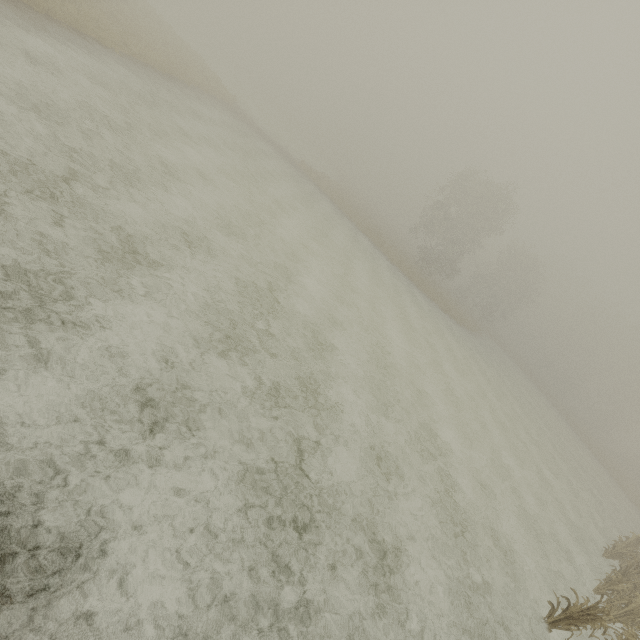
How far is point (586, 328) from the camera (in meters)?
53.41
